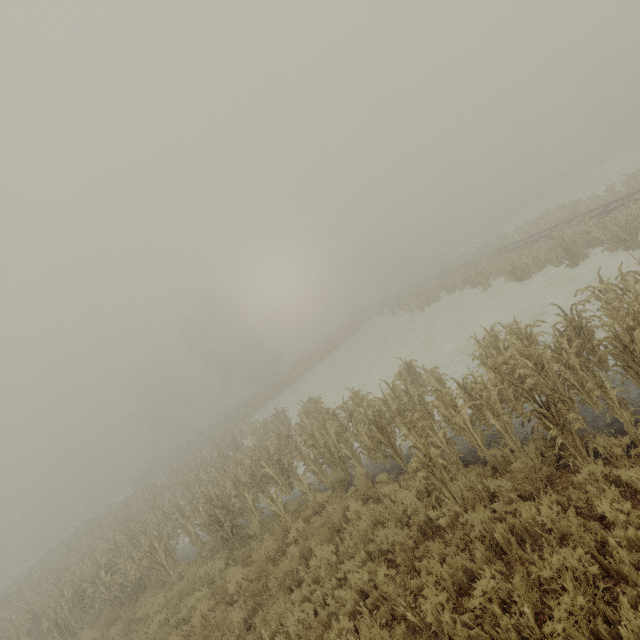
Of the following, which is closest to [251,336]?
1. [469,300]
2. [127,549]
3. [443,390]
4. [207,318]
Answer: [207,318]

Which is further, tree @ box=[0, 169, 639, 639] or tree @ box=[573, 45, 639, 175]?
A: tree @ box=[573, 45, 639, 175]

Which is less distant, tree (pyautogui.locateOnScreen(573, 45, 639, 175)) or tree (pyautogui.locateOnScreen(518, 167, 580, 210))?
tree (pyautogui.locateOnScreen(573, 45, 639, 175))

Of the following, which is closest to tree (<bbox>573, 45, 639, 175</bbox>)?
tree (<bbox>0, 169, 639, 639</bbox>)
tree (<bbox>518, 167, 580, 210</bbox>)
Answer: tree (<bbox>518, 167, 580, 210</bbox>)

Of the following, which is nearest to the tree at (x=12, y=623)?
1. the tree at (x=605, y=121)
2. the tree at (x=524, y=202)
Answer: the tree at (x=524, y=202)

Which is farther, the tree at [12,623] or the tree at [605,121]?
the tree at [605,121]

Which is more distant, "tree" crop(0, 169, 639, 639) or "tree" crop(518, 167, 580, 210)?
"tree" crop(518, 167, 580, 210)
